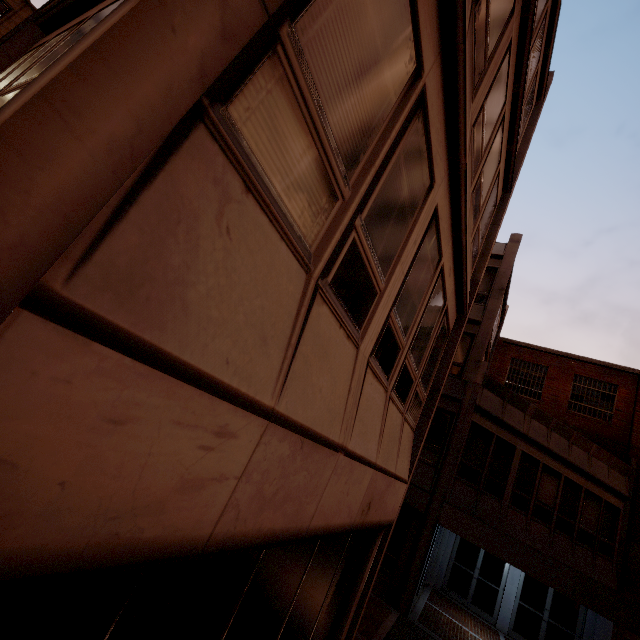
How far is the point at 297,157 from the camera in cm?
182
